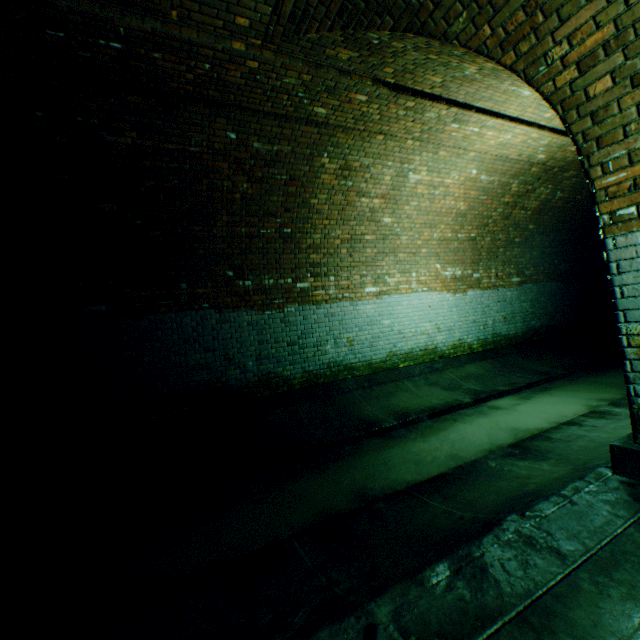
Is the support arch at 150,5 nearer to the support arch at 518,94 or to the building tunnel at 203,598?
the building tunnel at 203,598

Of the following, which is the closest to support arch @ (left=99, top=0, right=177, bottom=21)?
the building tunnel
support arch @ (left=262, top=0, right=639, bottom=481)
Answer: the building tunnel

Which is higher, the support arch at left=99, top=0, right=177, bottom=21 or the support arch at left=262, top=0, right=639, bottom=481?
the support arch at left=99, top=0, right=177, bottom=21

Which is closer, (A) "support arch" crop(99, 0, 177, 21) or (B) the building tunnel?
(B) the building tunnel

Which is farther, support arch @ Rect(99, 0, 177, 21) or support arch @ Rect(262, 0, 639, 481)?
support arch @ Rect(99, 0, 177, 21)

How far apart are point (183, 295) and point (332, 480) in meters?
3.7 m

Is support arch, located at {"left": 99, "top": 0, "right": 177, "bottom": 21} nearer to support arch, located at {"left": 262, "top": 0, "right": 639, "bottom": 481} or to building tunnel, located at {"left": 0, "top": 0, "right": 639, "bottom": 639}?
building tunnel, located at {"left": 0, "top": 0, "right": 639, "bottom": 639}

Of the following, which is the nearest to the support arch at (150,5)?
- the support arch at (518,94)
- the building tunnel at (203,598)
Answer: the building tunnel at (203,598)
